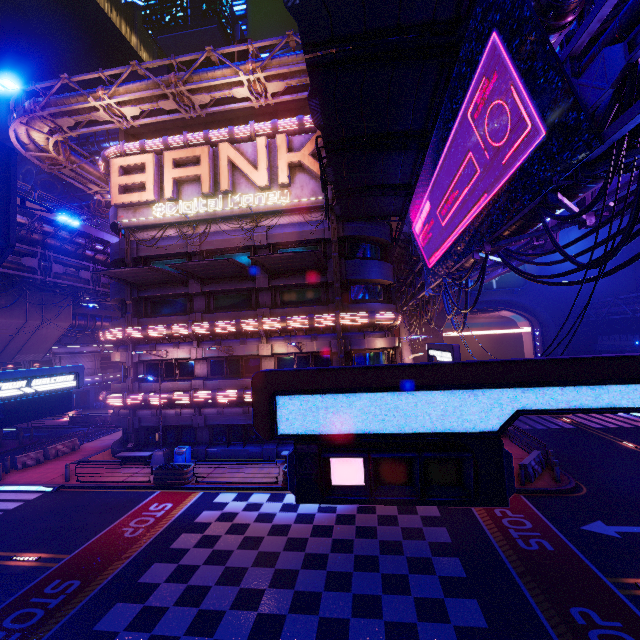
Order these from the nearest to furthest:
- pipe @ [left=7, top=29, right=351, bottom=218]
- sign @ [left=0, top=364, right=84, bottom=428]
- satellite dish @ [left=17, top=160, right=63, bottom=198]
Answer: sign @ [left=0, top=364, right=84, bottom=428] → pipe @ [left=7, top=29, right=351, bottom=218] → satellite dish @ [left=17, top=160, right=63, bottom=198]

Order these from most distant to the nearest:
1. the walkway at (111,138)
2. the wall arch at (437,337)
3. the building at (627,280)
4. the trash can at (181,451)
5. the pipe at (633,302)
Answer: the walkway at (111,138), the wall arch at (437,337), the building at (627,280), the pipe at (633,302), the trash can at (181,451)

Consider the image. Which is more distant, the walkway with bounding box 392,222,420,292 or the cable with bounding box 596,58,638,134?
the walkway with bounding box 392,222,420,292

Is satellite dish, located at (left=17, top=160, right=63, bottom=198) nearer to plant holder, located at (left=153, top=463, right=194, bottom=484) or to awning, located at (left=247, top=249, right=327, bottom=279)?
awning, located at (left=247, top=249, right=327, bottom=279)

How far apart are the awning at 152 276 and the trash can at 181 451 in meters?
10.9

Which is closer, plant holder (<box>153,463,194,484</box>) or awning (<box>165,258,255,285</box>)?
plant holder (<box>153,463,194,484</box>)

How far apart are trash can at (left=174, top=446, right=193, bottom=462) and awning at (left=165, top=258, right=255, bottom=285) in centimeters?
1094cm

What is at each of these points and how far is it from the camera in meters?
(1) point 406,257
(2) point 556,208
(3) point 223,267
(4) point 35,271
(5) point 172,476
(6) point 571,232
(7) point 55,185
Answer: (1) walkway, 25.5 m
(2) pipe, 8.7 m
(3) awning, 20.2 m
(4) pipe, 26.1 m
(5) plant holder, 18.1 m
(6) building, 36.9 m
(7) satellite dish, 50.5 m
